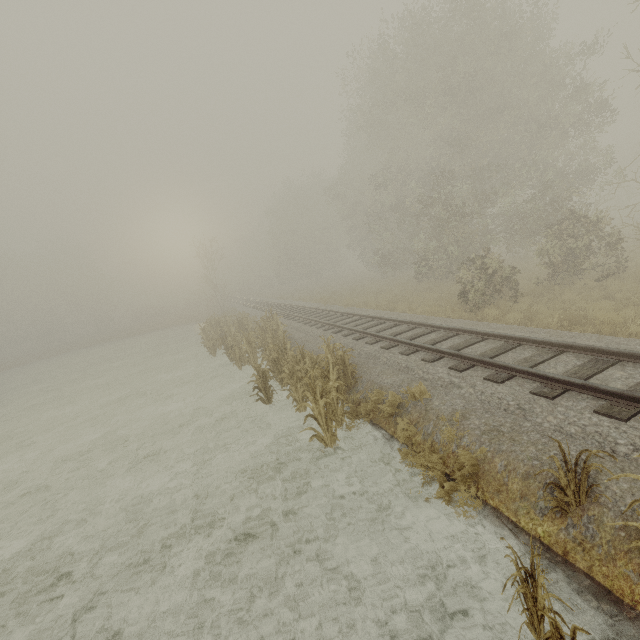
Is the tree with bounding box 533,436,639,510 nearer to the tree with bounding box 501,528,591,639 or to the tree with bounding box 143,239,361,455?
the tree with bounding box 501,528,591,639

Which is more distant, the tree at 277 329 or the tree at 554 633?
the tree at 277 329

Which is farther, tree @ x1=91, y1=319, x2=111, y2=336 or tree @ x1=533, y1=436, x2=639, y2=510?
tree @ x1=91, y1=319, x2=111, y2=336

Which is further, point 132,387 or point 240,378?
point 132,387

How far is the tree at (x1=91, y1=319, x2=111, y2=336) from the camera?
54.0m

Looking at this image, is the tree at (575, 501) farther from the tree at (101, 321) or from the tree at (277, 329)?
the tree at (101, 321)

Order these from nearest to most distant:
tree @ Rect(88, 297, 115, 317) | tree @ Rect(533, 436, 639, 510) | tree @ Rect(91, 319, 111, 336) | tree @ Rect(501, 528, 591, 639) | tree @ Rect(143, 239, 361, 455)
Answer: tree @ Rect(501, 528, 591, 639)
tree @ Rect(533, 436, 639, 510)
tree @ Rect(143, 239, 361, 455)
tree @ Rect(91, 319, 111, 336)
tree @ Rect(88, 297, 115, 317)

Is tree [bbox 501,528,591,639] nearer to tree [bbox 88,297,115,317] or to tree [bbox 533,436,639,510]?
tree [bbox 533,436,639,510]
